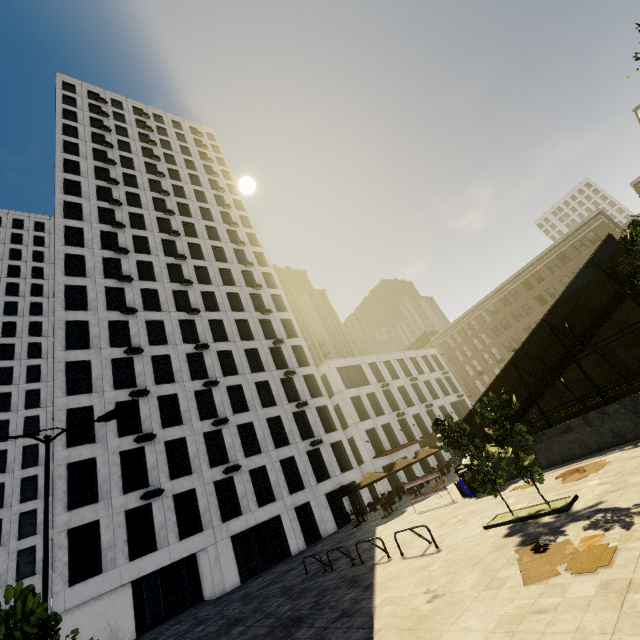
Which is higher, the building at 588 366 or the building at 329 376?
the building at 329 376

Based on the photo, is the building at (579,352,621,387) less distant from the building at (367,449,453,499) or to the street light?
the building at (367,449,453,499)

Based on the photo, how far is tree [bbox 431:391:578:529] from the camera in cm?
852

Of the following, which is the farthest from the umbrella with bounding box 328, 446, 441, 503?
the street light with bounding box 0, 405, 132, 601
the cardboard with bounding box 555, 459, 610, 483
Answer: the street light with bounding box 0, 405, 132, 601

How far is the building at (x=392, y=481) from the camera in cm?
3262

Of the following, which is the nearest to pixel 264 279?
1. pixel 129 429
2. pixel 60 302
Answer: pixel 60 302

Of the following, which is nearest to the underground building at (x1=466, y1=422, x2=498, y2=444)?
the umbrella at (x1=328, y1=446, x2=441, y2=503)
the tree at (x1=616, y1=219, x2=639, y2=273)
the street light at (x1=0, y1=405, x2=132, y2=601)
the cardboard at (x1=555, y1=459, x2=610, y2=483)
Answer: the tree at (x1=616, y1=219, x2=639, y2=273)

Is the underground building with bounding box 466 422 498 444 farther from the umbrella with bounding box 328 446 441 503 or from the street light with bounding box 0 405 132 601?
the street light with bounding box 0 405 132 601
